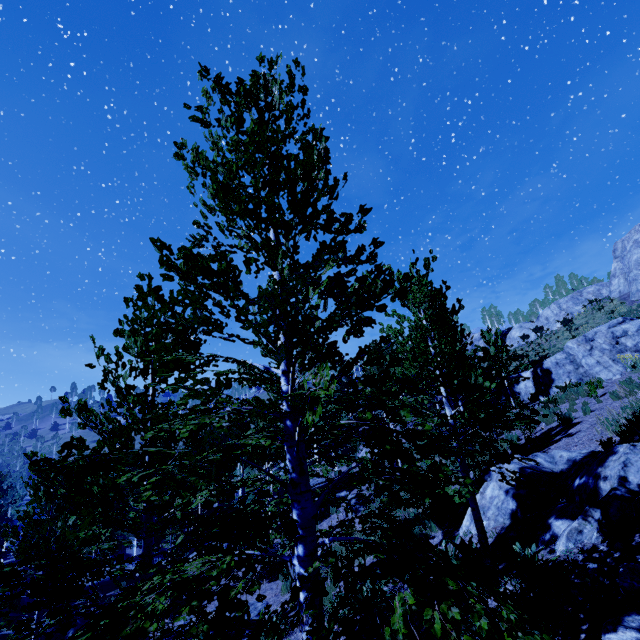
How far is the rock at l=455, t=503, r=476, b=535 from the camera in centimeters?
888cm

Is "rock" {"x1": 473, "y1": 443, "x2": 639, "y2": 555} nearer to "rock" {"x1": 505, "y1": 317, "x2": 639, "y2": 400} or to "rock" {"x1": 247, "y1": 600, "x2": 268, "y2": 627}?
"rock" {"x1": 247, "y1": 600, "x2": 268, "y2": 627}

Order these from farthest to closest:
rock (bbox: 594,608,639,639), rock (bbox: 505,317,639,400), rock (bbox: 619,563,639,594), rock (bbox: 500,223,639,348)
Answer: rock (bbox: 500,223,639,348) → rock (bbox: 505,317,639,400) → rock (bbox: 619,563,639,594) → rock (bbox: 594,608,639,639)

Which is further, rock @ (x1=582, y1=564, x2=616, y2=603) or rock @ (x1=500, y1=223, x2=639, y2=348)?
rock @ (x1=500, y1=223, x2=639, y2=348)

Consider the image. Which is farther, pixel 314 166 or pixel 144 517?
pixel 144 517

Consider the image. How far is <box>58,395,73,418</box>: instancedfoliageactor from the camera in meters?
6.0

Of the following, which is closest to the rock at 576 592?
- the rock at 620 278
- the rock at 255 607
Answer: the rock at 255 607

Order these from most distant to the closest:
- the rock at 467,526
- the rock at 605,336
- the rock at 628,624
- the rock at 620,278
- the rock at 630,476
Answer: the rock at 620,278 → the rock at 605,336 → the rock at 467,526 → the rock at 630,476 → the rock at 628,624
